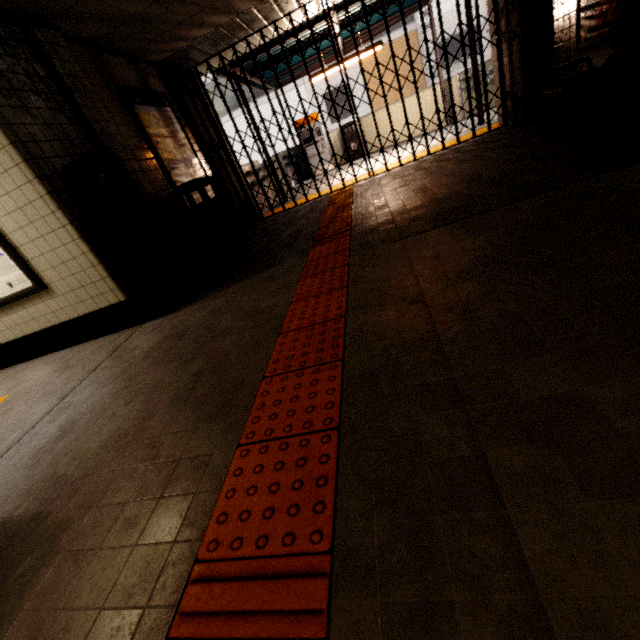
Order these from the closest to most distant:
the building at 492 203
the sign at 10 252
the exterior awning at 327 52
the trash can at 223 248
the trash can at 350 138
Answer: the building at 492 203 → the sign at 10 252 → the trash can at 223 248 → the exterior awning at 327 52 → the trash can at 350 138

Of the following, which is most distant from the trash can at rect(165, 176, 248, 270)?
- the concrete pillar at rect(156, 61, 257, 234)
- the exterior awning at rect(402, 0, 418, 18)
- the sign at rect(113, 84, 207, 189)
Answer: the exterior awning at rect(402, 0, 418, 18)

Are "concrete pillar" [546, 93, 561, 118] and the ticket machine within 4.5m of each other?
no

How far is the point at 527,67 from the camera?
4.90m

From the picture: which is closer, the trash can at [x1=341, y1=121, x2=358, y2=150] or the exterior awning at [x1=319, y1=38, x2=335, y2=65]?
the exterior awning at [x1=319, y1=38, x2=335, y2=65]

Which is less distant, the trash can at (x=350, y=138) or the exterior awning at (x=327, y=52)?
the exterior awning at (x=327, y=52)

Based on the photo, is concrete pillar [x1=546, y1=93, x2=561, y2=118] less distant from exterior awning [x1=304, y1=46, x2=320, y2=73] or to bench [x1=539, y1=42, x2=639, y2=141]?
exterior awning [x1=304, y1=46, x2=320, y2=73]

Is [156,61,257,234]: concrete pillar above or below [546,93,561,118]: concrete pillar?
above
